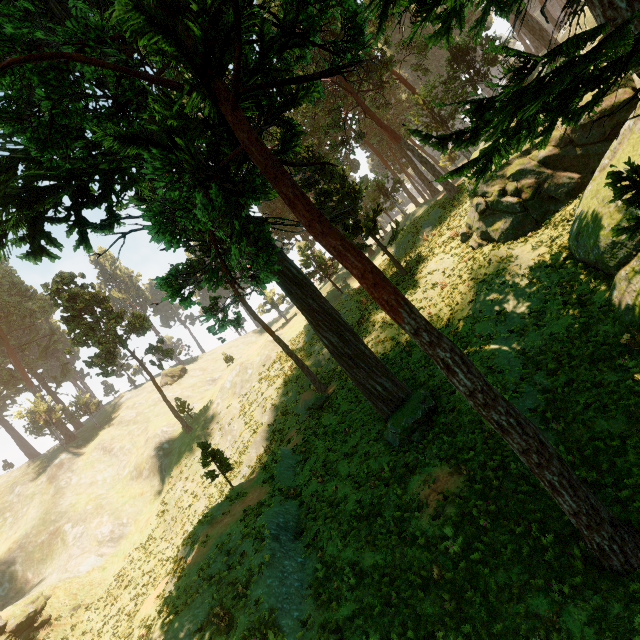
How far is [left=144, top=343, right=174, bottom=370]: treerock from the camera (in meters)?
39.59

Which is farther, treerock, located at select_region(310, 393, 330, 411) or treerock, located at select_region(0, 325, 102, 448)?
treerock, located at select_region(0, 325, 102, 448)

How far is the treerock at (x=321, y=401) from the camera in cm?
2272

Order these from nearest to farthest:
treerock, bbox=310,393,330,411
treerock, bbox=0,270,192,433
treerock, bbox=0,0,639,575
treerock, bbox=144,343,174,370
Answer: treerock, bbox=0,0,639,575 < treerock, bbox=310,393,330,411 < treerock, bbox=0,270,192,433 < treerock, bbox=144,343,174,370

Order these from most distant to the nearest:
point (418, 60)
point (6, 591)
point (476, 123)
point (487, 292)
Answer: point (418, 60), point (6, 591), point (487, 292), point (476, 123)

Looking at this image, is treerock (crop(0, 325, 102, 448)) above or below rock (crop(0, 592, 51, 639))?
above

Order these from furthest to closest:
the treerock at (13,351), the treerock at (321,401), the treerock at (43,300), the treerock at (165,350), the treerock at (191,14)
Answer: the treerock at (13,351) → the treerock at (165,350) → the treerock at (43,300) → the treerock at (321,401) → the treerock at (191,14)
